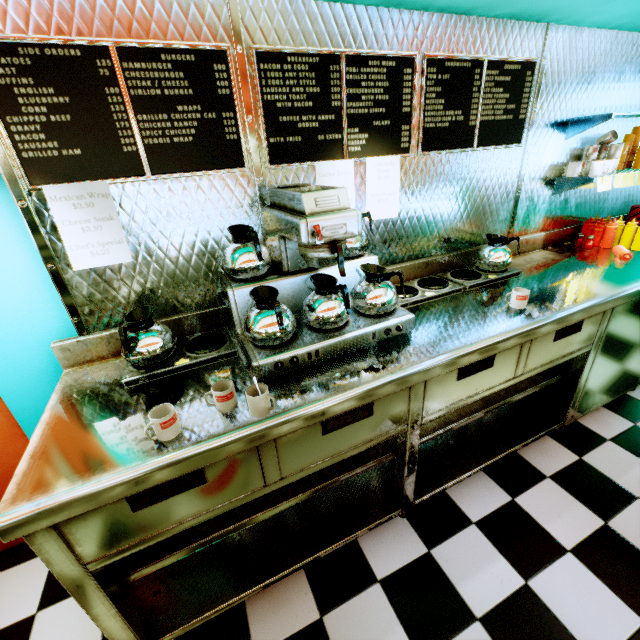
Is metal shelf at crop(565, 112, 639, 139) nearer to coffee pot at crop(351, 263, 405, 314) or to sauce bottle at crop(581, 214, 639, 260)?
sauce bottle at crop(581, 214, 639, 260)

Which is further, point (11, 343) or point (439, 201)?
point (439, 201)

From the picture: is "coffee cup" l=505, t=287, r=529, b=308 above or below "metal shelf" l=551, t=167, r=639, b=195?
below

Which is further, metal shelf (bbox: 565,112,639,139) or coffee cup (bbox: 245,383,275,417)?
metal shelf (bbox: 565,112,639,139)

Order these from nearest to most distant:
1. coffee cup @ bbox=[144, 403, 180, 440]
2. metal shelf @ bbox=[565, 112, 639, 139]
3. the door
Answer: coffee cup @ bbox=[144, 403, 180, 440], the door, metal shelf @ bbox=[565, 112, 639, 139]

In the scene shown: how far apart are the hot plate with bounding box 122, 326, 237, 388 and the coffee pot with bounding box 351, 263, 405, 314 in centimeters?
13cm

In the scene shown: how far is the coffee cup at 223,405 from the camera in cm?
121

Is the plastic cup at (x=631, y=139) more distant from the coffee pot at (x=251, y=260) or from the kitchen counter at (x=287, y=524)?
the coffee pot at (x=251, y=260)
